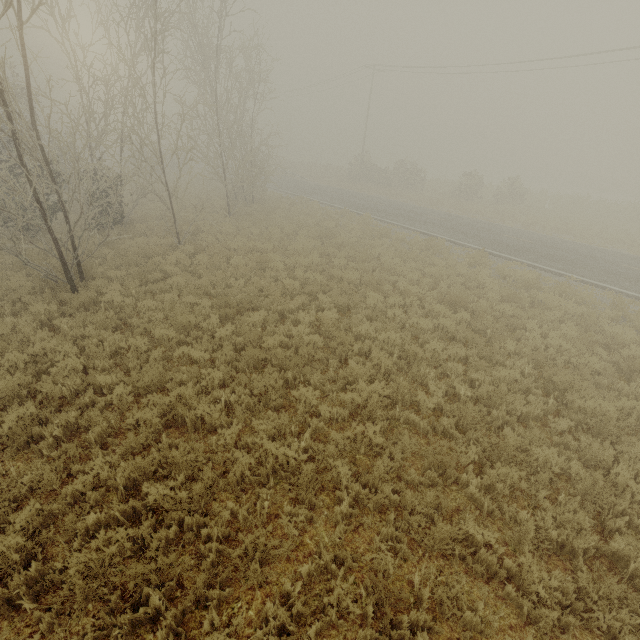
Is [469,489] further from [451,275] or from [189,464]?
[451,275]
